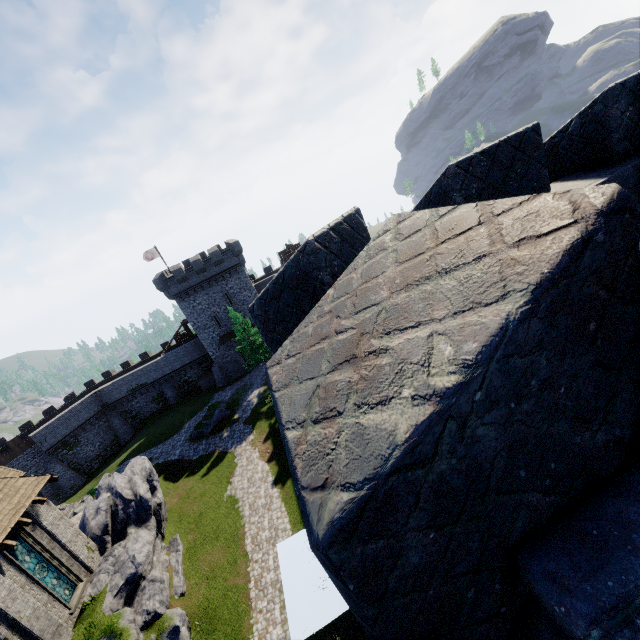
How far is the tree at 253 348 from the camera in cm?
3644

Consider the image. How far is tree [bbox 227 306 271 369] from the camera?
36.4m

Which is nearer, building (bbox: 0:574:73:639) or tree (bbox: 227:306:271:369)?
building (bbox: 0:574:73:639)

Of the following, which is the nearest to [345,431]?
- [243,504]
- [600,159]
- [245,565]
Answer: [600,159]

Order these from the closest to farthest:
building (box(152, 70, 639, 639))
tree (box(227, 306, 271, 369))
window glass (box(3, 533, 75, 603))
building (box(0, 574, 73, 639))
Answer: building (box(152, 70, 639, 639)) → building (box(0, 574, 73, 639)) → window glass (box(3, 533, 75, 603)) → tree (box(227, 306, 271, 369))

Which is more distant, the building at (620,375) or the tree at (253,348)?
the tree at (253,348)

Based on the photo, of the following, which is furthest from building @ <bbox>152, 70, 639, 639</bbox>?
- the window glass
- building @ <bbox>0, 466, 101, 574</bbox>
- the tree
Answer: the tree
